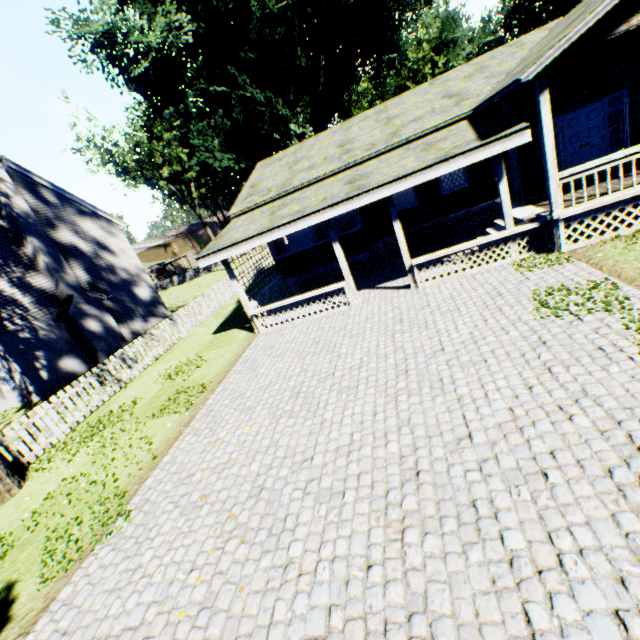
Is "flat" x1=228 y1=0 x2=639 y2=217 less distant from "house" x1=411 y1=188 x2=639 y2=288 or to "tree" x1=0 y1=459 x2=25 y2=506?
"house" x1=411 y1=188 x2=639 y2=288

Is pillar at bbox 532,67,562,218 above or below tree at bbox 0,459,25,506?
above

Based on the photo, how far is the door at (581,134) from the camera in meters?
10.5 m

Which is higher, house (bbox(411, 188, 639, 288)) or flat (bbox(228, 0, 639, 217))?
flat (bbox(228, 0, 639, 217))

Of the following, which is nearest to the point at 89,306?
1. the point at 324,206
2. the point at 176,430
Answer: the point at 176,430

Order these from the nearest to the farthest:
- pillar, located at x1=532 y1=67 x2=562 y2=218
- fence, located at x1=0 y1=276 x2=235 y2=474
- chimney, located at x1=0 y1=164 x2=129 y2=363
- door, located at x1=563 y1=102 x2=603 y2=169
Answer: pillar, located at x1=532 y1=67 x2=562 y2=218 < fence, located at x1=0 y1=276 x2=235 y2=474 < door, located at x1=563 y1=102 x2=603 y2=169 < chimney, located at x1=0 y1=164 x2=129 y2=363

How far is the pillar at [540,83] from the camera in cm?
750

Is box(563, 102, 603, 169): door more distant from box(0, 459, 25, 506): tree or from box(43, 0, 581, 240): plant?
box(43, 0, 581, 240): plant
